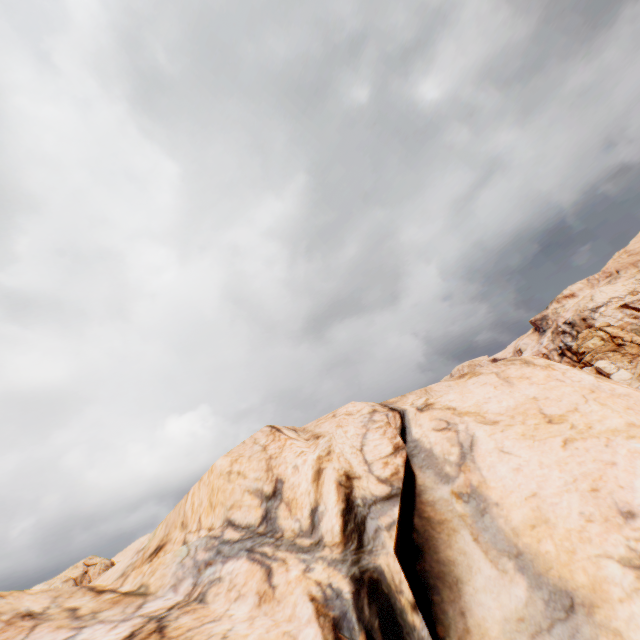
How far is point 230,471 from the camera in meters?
7.2 m
